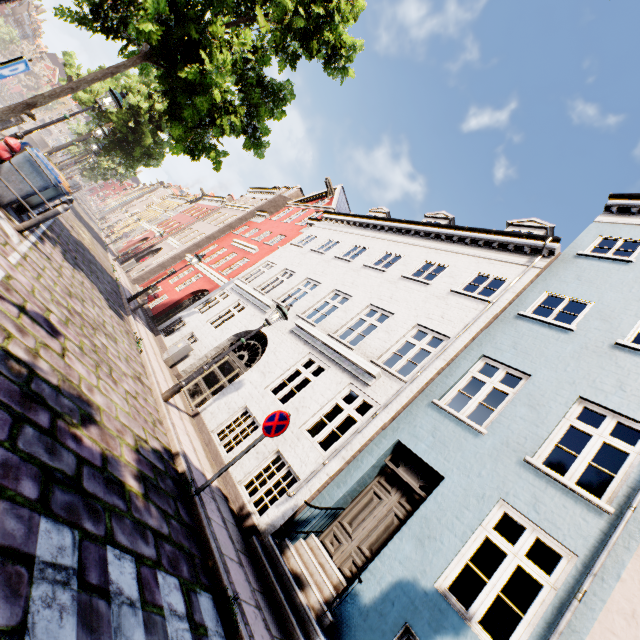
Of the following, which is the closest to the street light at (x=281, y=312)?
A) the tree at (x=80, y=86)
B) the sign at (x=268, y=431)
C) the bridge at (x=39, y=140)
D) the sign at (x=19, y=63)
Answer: the sign at (x=268, y=431)

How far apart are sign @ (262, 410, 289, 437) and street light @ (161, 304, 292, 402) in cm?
290

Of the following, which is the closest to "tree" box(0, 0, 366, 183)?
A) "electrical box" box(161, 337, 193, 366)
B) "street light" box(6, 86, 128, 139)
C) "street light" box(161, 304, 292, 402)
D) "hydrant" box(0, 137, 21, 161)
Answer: "street light" box(6, 86, 128, 139)

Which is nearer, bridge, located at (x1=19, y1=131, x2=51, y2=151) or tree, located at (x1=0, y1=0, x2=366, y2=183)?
tree, located at (x1=0, y1=0, x2=366, y2=183)

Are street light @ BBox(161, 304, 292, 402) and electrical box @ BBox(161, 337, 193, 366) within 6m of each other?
yes

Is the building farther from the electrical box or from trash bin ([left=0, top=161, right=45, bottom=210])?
trash bin ([left=0, top=161, right=45, bottom=210])

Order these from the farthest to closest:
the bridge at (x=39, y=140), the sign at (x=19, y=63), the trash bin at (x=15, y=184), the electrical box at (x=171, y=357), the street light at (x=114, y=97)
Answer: the bridge at (x=39, y=140), the electrical box at (x=171, y=357), the street light at (x=114, y=97), the trash bin at (x=15, y=184), the sign at (x=19, y=63)

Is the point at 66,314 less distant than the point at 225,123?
Yes
